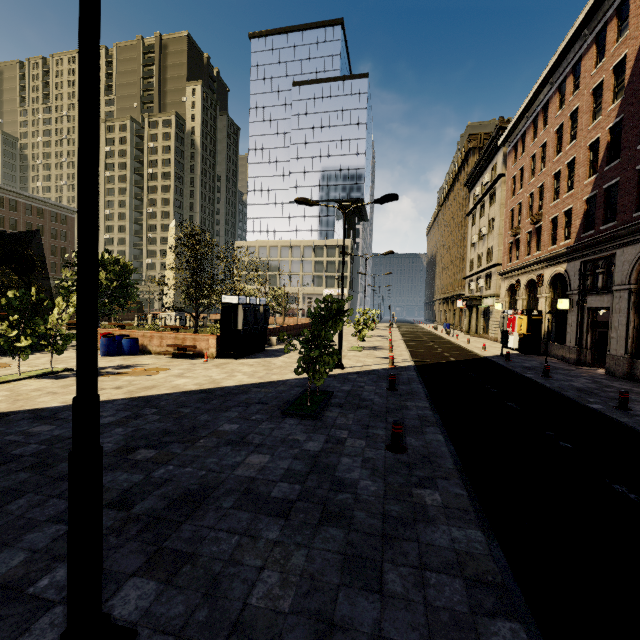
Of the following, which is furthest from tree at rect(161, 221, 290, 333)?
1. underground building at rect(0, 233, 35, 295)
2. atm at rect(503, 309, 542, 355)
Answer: atm at rect(503, 309, 542, 355)

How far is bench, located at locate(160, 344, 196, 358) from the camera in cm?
1620

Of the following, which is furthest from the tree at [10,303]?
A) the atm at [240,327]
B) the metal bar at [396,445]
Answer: the atm at [240,327]

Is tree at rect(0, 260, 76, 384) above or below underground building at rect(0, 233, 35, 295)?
below

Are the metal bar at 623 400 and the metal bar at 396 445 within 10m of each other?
yes

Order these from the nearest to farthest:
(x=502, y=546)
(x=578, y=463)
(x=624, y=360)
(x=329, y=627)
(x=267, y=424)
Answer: (x=329, y=627)
(x=502, y=546)
(x=578, y=463)
(x=267, y=424)
(x=624, y=360)

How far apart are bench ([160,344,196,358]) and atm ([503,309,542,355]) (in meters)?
21.58

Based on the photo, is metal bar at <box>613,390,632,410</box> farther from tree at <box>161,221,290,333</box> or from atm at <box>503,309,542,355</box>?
atm at <box>503,309,542,355</box>
